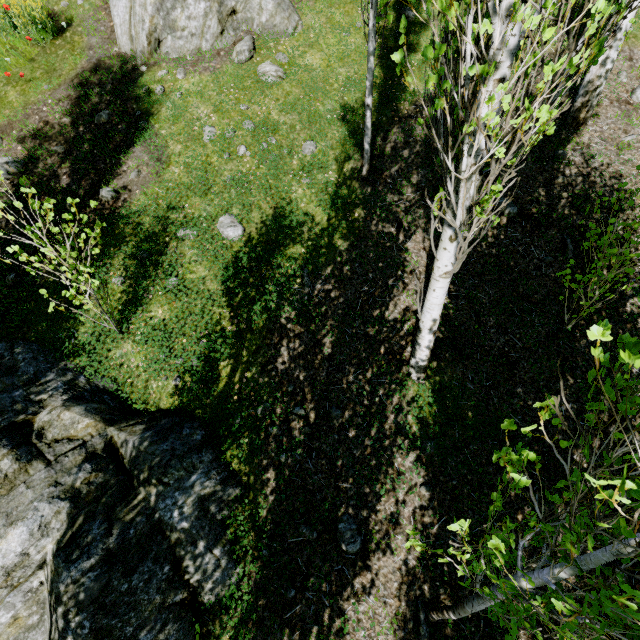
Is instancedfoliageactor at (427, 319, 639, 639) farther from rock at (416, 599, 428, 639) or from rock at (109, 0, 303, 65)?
rock at (109, 0, 303, 65)

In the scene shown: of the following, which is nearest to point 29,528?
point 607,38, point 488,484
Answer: point 488,484

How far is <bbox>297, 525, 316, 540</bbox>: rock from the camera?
3.94m

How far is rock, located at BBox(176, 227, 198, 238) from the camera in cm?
540

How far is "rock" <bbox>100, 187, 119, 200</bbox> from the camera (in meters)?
5.61

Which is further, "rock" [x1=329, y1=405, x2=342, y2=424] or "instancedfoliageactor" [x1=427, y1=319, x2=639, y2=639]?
"rock" [x1=329, y1=405, x2=342, y2=424]

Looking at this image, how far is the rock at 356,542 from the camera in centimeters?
378cm

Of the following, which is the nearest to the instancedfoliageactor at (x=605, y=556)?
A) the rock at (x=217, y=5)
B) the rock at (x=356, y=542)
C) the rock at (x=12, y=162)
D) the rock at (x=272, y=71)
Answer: the rock at (x=12, y=162)
